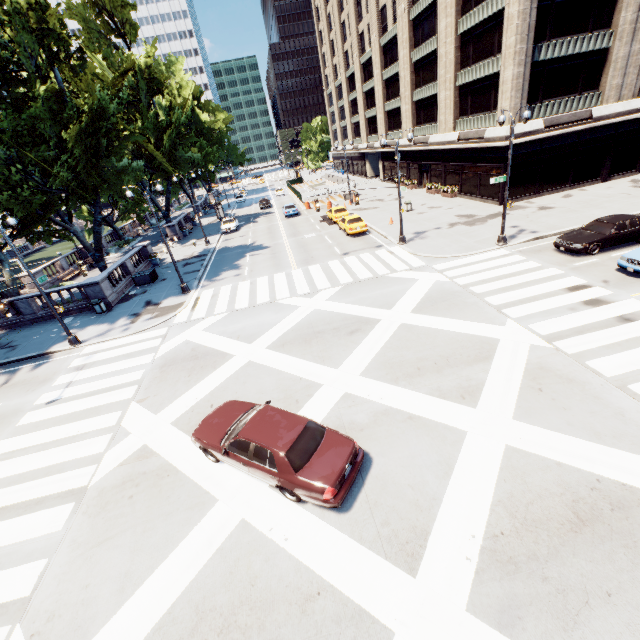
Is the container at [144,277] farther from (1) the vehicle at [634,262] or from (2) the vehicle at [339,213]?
(1) the vehicle at [634,262]

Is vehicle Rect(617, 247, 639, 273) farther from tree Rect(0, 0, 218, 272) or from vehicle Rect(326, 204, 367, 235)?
tree Rect(0, 0, 218, 272)

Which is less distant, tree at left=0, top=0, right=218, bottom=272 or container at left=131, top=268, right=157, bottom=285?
tree at left=0, top=0, right=218, bottom=272

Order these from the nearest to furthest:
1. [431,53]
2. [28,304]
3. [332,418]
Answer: [332,418], [28,304], [431,53]

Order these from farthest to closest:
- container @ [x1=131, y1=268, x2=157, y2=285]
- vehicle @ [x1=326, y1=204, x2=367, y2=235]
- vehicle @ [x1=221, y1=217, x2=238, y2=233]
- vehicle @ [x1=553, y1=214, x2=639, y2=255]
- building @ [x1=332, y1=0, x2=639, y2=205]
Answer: vehicle @ [x1=221, y1=217, x2=238, y2=233], vehicle @ [x1=326, y1=204, x2=367, y2=235], container @ [x1=131, y1=268, x2=157, y2=285], building @ [x1=332, y1=0, x2=639, y2=205], vehicle @ [x1=553, y1=214, x2=639, y2=255]

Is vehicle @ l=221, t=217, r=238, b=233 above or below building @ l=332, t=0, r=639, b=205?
below

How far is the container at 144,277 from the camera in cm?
2647

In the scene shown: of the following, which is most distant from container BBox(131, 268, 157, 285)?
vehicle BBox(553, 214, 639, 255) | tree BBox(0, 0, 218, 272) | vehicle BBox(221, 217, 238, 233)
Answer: vehicle BBox(553, 214, 639, 255)
